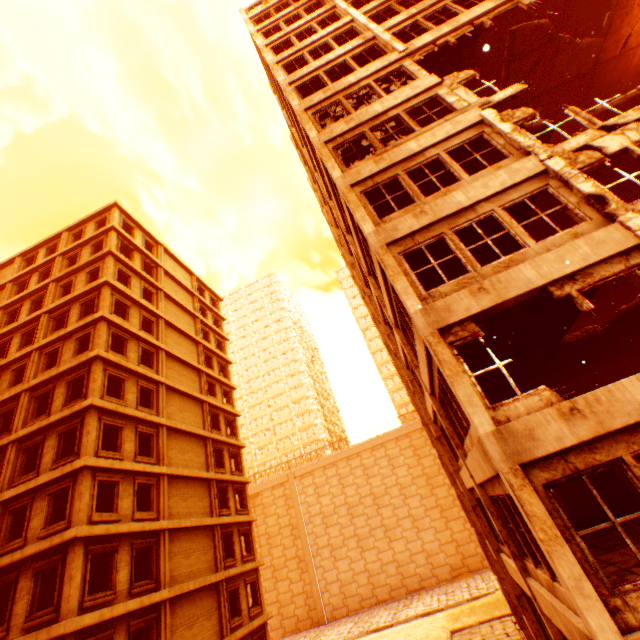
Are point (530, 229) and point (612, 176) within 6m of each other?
yes

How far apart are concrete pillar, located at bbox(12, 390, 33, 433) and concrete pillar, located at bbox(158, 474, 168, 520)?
7.6 meters

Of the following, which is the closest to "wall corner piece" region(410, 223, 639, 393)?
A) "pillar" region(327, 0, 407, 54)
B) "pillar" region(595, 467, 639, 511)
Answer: "pillar" region(327, 0, 407, 54)

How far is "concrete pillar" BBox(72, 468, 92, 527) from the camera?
14.1m

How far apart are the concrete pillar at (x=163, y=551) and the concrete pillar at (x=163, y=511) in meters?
0.4 m

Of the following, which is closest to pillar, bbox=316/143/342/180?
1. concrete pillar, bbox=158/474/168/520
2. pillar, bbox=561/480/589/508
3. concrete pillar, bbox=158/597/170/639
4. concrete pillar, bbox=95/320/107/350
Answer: pillar, bbox=561/480/589/508

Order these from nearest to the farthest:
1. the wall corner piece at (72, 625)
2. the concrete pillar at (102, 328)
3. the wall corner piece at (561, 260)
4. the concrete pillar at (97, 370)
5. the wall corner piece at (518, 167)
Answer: the wall corner piece at (561, 260)
the wall corner piece at (518, 167)
the wall corner piece at (72, 625)
the concrete pillar at (97, 370)
the concrete pillar at (102, 328)

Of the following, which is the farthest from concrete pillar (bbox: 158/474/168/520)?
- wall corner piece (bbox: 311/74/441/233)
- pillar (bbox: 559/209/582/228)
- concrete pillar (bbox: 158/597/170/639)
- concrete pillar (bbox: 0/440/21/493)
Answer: pillar (bbox: 559/209/582/228)
